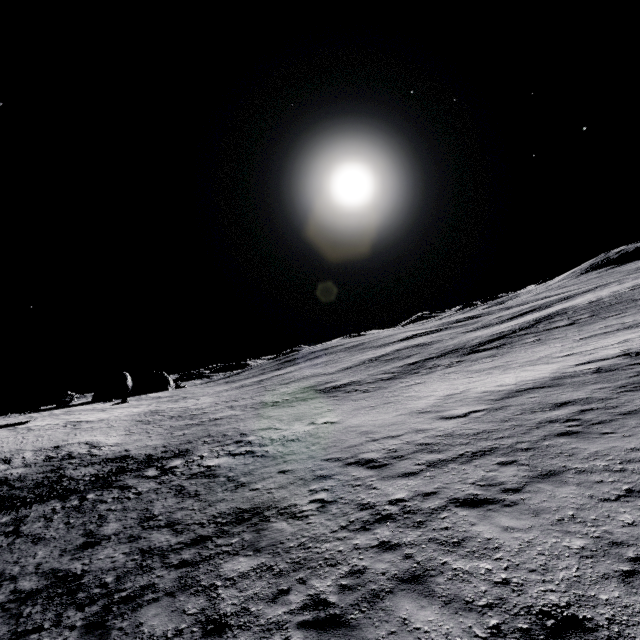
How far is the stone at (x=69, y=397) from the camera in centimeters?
5094cm

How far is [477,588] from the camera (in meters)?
5.14

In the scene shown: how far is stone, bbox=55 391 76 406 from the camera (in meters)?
50.94
